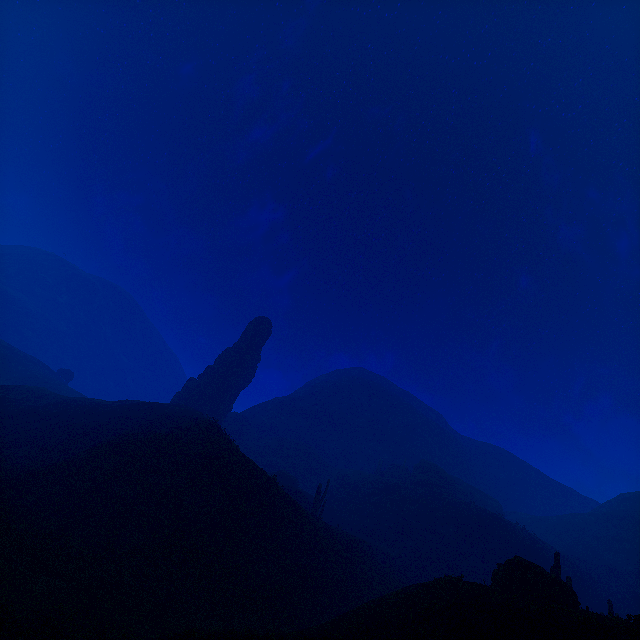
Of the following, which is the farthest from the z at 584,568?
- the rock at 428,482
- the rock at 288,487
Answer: the rock at 288,487

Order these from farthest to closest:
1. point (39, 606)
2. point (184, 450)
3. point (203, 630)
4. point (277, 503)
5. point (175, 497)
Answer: point (184, 450) → point (277, 503) → point (175, 497) → point (203, 630) → point (39, 606)

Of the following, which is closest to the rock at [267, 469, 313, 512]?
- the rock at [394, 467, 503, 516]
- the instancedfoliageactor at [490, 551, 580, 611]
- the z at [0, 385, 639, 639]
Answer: the z at [0, 385, 639, 639]

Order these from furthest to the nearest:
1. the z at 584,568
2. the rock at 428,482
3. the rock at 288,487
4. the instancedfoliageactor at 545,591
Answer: the rock at 428,482 → the rock at 288,487 → the instancedfoliageactor at 545,591 → the z at 584,568

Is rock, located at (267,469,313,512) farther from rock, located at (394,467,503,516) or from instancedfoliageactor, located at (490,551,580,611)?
instancedfoliageactor, located at (490,551,580,611)

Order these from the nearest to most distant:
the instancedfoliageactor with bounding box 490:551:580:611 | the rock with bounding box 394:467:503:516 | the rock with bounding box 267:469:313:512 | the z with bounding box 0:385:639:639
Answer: the z with bounding box 0:385:639:639 < the instancedfoliageactor with bounding box 490:551:580:611 < the rock with bounding box 267:469:313:512 < the rock with bounding box 394:467:503:516

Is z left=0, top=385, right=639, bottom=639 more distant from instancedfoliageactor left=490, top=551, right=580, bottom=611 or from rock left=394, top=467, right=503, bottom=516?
instancedfoliageactor left=490, top=551, right=580, bottom=611
